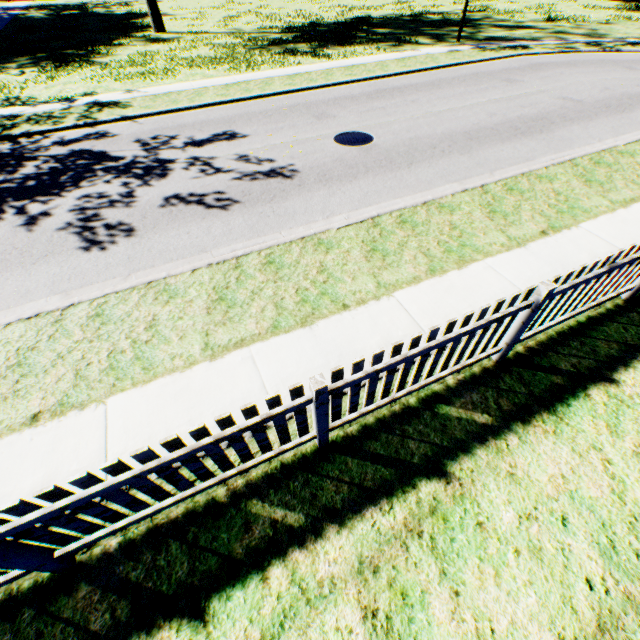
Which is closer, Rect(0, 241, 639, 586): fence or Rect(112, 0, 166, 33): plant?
Rect(0, 241, 639, 586): fence

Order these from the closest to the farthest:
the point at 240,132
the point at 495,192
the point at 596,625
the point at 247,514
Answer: the point at 596,625
the point at 247,514
the point at 495,192
the point at 240,132

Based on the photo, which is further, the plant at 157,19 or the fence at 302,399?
the plant at 157,19
